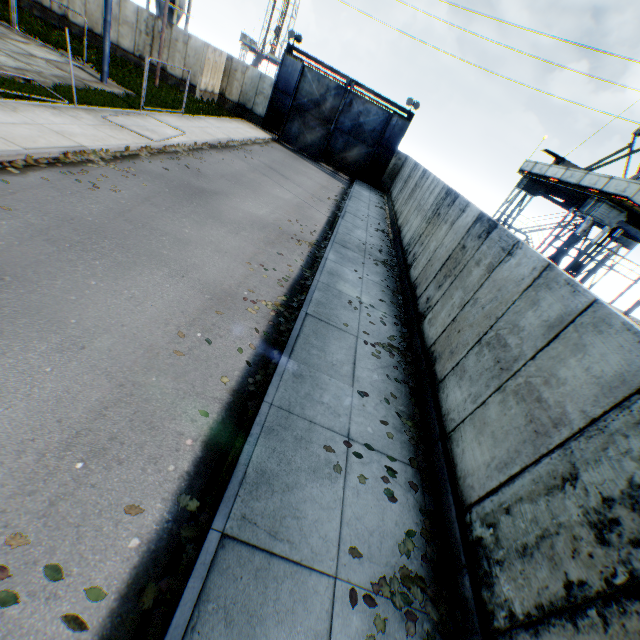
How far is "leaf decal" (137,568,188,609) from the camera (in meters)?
2.90

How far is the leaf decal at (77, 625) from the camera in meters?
2.6 m

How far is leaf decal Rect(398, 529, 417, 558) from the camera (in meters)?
4.01

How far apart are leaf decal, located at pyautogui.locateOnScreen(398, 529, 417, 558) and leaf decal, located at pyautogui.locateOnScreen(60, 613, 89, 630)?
2.60m

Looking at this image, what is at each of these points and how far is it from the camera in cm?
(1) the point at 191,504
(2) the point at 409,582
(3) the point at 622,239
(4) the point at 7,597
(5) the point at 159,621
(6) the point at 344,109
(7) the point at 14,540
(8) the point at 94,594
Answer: (1) leaf decal, 364
(2) leaf decal, 376
(3) landrig, 2527
(4) leaf decal, 259
(5) leaf decal, 282
(6) metal gate, 2586
(7) leaf decal, 285
(8) leaf decal, 280

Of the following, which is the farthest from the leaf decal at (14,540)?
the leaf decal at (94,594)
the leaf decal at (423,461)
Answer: the leaf decal at (423,461)

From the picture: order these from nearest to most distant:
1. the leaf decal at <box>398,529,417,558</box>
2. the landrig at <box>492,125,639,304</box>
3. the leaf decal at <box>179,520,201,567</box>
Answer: the leaf decal at <box>179,520,201,567</box> < the leaf decal at <box>398,529,417,558</box> < the landrig at <box>492,125,639,304</box>

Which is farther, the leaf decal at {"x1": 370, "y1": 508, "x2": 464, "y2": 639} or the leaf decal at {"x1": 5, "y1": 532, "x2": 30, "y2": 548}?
the leaf decal at {"x1": 370, "y1": 508, "x2": 464, "y2": 639}
